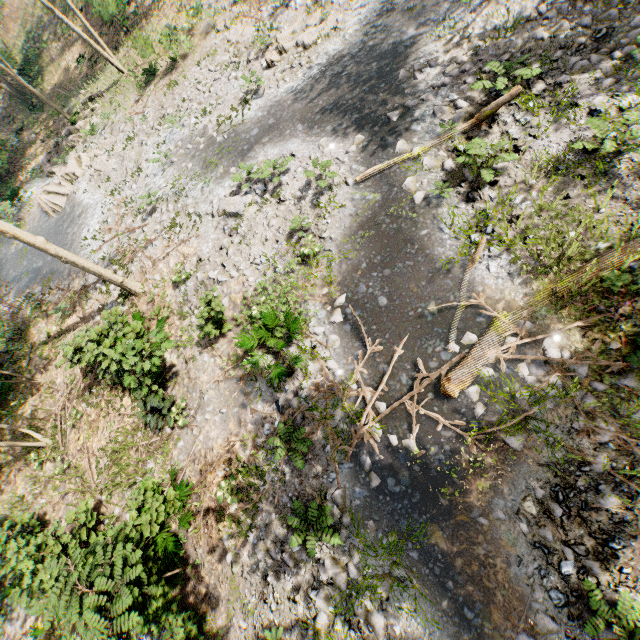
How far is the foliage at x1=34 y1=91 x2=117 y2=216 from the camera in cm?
1995

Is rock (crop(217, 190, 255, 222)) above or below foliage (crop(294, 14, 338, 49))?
above

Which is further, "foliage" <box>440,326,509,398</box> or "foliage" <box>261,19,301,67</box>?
"foliage" <box>261,19,301,67</box>

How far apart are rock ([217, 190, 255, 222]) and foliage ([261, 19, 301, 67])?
6.26m

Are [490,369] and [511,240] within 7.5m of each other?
yes

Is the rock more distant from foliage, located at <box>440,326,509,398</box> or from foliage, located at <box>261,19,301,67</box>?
foliage, located at <box>261,19,301,67</box>

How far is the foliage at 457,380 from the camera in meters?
7.2 m

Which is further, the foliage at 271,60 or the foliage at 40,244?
the foliage at 271,60
